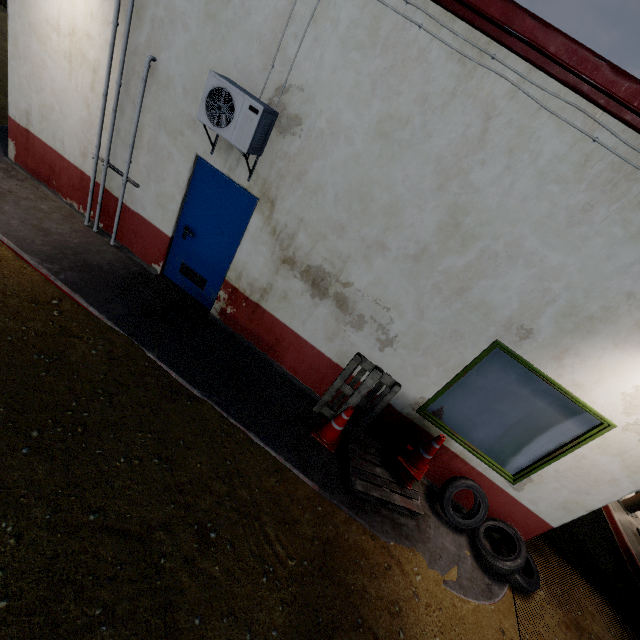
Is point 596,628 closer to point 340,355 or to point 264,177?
point 340,355

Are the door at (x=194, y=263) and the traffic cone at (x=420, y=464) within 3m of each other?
no

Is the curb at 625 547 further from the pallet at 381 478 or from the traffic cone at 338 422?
the traffic cone at 338 422

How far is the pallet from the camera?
4.41m

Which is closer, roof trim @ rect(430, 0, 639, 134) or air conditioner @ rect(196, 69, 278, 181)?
roof trim @ rect(430, 0, 639, 134)

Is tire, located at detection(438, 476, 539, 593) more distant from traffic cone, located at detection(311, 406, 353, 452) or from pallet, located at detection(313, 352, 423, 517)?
traffic cone, located at detection(311, 406, 353, 452)

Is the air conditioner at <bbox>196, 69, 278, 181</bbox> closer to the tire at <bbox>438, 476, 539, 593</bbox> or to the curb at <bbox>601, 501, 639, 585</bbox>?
the tire at <bbox>438, 476, 539, 593</bbox>

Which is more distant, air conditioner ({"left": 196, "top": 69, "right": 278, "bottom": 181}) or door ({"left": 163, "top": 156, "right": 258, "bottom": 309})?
door ({"left": 163, "top": 156, "right": 258, "bottom": 309})
